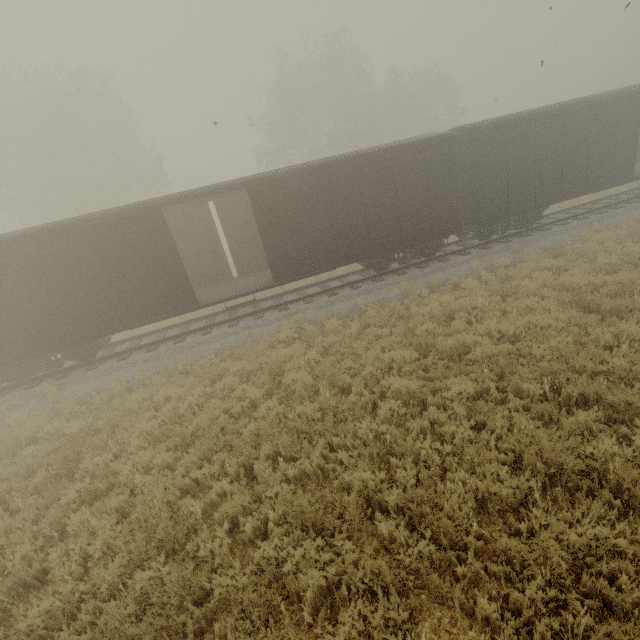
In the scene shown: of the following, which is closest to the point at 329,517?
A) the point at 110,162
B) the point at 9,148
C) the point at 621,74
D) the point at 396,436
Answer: the point at 396,436
